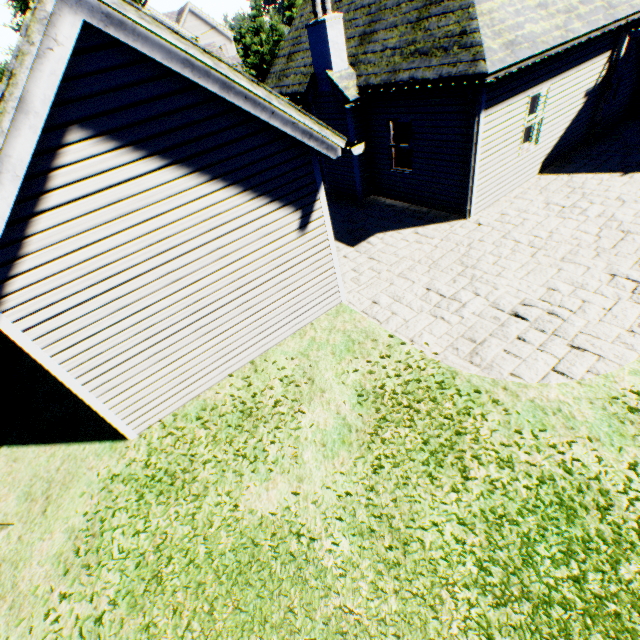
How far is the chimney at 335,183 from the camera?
11.4m

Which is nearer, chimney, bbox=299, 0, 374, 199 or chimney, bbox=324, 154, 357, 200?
chimney, bbox=299, 0, 374, 199

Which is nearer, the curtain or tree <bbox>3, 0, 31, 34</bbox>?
the curtain

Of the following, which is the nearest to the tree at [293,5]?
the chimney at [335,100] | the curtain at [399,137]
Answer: the chimney at [335,100]

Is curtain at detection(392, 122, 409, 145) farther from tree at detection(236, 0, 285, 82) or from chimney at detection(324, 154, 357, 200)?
tree at detection(236, 0, 285, 82)

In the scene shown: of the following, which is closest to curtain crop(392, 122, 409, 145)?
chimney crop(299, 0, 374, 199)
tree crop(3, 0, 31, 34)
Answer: chimney crop(299, 0, 374, 199)

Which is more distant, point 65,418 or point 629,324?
point 65,418
